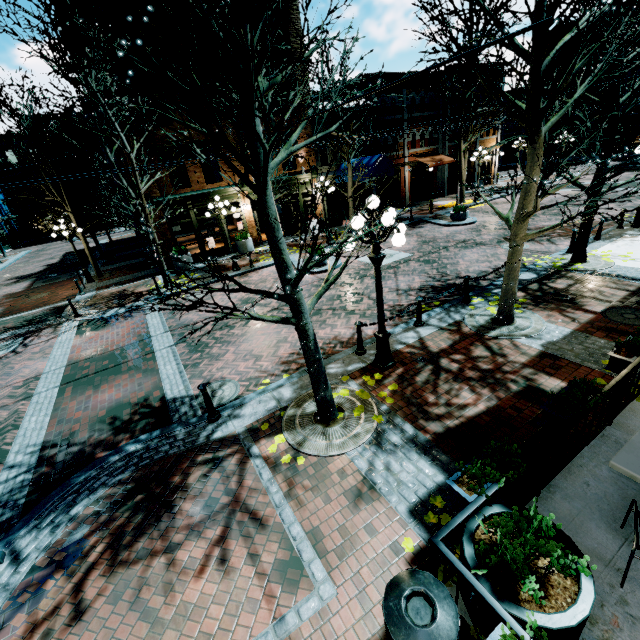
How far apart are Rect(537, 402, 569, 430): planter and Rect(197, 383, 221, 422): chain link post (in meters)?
5.54

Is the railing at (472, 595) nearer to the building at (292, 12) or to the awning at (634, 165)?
the building at (292, 12)

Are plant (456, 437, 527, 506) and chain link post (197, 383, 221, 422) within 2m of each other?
no

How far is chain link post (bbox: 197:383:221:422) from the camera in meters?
6.2 m

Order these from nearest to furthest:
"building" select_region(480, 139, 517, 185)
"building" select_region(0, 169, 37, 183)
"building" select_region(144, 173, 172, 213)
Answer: "building" select_region(144, 173, 172, 213) → "building" select_region(480, 139, 517, 185) → "building" select_region(0, 169, 37, 183)

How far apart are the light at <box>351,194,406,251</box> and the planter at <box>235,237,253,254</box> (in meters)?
13.98

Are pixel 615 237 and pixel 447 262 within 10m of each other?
yes

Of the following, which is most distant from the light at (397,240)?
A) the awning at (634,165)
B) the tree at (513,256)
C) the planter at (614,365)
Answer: the awning at (634,165)
